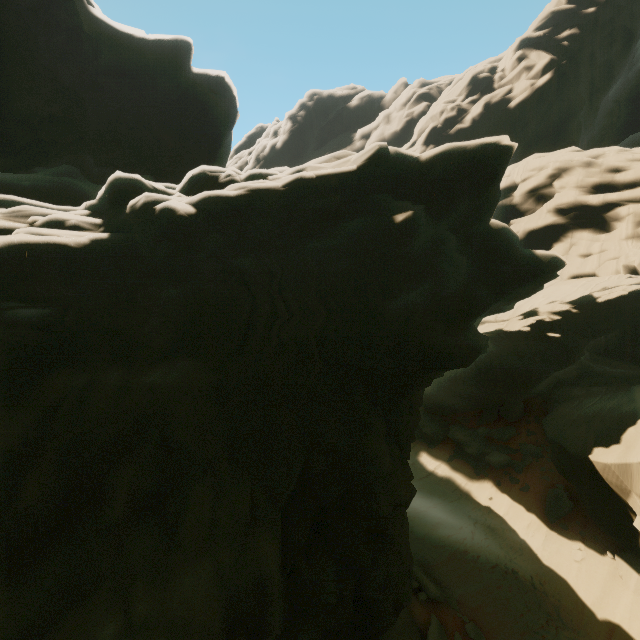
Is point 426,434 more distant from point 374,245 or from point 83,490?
point 83,490

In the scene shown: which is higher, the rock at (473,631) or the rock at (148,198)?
the rock at (148,198)

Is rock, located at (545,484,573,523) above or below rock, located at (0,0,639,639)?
below

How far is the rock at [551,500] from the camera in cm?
1727

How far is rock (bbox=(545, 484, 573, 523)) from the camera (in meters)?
17.27

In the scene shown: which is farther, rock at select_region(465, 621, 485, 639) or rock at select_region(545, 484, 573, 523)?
A: rock at select_region(545, 484, 573, 523)

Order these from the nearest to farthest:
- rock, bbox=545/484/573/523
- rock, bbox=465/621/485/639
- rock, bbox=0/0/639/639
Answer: rock, bbox=0/0/639/639
rock, bbox=465/621/485/639
rock, bbox=545/484/573/523
